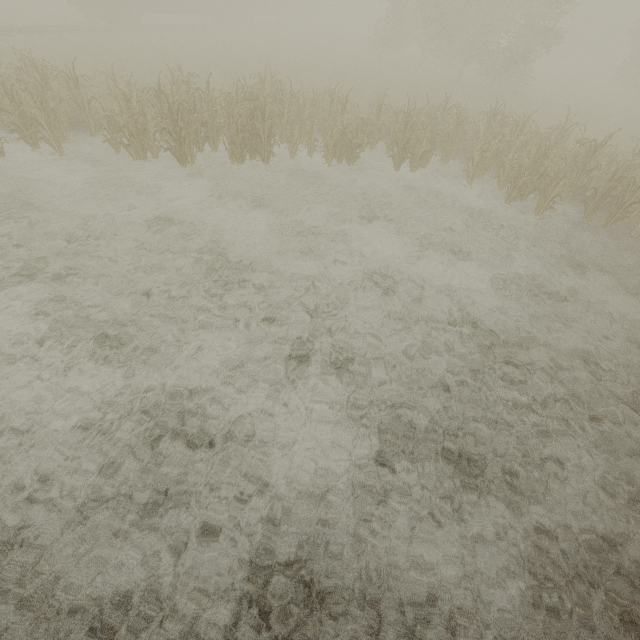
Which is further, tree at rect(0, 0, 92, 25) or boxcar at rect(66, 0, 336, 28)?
tree at rect(0, 0, 92, 25)

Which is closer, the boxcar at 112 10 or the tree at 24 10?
the boxcar at 112 10

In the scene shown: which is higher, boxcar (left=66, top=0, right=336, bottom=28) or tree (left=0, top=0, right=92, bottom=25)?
boxcar (left=66, top=0, right=336, bottom=28)

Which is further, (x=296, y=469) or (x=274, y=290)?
(x=274, y=290)

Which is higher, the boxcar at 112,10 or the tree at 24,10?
the boxcar at 112,10
